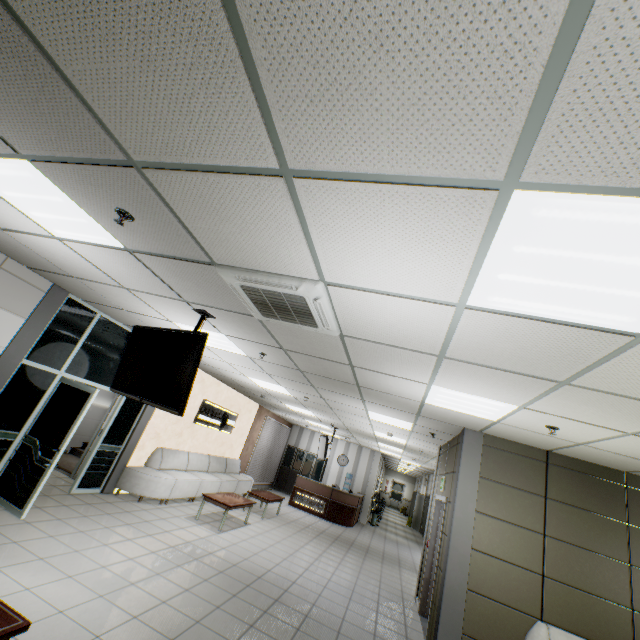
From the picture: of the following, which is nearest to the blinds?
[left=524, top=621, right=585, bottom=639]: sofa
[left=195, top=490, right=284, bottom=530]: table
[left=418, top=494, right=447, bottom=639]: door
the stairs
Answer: the stairs

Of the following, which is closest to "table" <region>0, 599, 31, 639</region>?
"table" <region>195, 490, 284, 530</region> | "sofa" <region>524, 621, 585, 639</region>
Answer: "sofa" <region>524, 621, 585, 639</region>

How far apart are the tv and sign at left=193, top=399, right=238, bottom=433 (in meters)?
5.97

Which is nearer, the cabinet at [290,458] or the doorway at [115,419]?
the doorway at [115,419]

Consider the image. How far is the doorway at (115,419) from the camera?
6.55m

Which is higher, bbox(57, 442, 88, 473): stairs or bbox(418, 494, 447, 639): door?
bbox(418, 494, 447, 639): door

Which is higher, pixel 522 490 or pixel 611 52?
pixel 611 52

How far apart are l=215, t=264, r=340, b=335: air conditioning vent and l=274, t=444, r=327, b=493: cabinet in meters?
14.5 m
